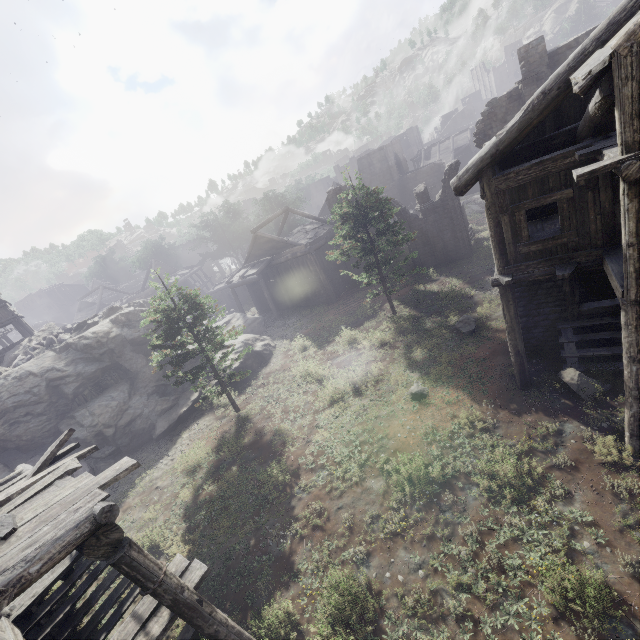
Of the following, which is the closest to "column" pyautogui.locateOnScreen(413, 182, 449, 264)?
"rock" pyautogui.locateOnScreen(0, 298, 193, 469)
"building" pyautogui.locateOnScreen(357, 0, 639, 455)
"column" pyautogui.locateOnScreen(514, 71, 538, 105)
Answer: "building" pyautogui.locateOnScreen(357, 0, 639, 455)

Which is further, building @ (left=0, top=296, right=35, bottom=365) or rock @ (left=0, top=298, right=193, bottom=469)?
building @ (left=0, top=296, right=35, bottom=365)

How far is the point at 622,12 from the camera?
6.23m

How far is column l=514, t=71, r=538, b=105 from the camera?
18.2 meters

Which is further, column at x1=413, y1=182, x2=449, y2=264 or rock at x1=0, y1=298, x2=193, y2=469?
column at x1=413, y1=182, x2=449, y2=264

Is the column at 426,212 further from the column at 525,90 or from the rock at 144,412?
the rock at 144,412

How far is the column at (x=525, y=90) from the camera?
18.2 meters

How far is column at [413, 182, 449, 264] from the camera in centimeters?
2373cm
